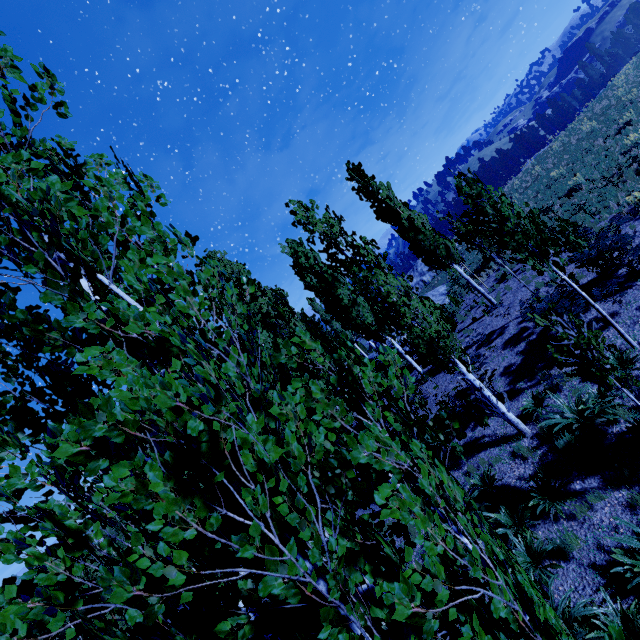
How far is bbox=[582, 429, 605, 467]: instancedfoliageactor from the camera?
7.1m

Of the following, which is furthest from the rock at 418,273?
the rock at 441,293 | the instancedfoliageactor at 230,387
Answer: the rock at 441,293

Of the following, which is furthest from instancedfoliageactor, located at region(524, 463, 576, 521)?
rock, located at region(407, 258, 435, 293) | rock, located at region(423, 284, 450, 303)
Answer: rock, located at region(407, 258, 435, 293)

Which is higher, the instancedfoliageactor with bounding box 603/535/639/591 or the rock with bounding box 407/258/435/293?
the rock with bounding box 407/258/435/293

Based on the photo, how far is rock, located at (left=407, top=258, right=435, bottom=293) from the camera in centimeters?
4038cm

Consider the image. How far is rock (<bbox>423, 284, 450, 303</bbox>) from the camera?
22.9 meters

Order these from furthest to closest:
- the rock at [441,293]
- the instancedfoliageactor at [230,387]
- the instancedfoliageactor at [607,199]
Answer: the rock at [441,293] < the instancedfoliageactor at [607,199] < the instancedfoliageactor at [230,387]

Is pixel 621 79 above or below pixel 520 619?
above
